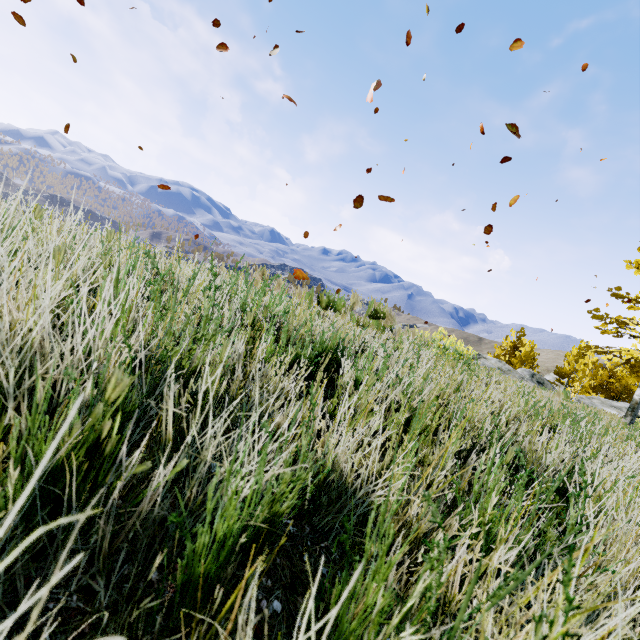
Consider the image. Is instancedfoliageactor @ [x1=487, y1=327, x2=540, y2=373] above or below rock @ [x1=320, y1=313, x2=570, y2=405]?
above

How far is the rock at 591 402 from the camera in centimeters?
1188cm

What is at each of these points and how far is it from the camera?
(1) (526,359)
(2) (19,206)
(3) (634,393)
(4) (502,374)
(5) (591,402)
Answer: (1) instancedfoliageactor, 28.0m
(2) rock, 3.5m
(3) instancedfoliageactor, 30.0m
(4) rock, 15.0m
(5) rock, 21.5m

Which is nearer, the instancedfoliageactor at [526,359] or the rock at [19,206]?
the rock at [19,206]

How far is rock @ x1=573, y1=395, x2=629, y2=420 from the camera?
11.9m

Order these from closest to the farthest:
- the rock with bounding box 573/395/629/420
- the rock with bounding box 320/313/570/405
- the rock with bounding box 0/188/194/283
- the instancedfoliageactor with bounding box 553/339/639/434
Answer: the rock with bounding box 0/188/194/283
the rock with bounding box 320/313/570/405
the rock with bounding box 573/395/629/420
the instancedfoliageactor with bounding box 553/339/639/434

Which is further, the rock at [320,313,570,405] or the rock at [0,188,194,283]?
the rock at [320,313,570,405]
